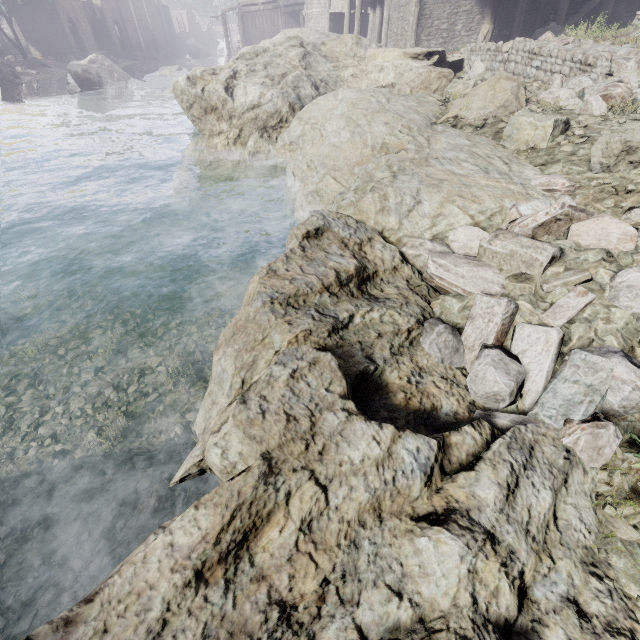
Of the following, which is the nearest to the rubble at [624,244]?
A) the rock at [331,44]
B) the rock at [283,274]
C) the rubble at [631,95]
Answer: the rock at [283,274]

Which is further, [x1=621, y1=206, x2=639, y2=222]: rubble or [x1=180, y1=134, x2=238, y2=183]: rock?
[x1=180, y1=134, x2=238, y2=183]: rock

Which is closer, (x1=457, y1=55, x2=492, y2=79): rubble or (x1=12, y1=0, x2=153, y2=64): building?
(x1=457, y1=55, x2=492, y2=79): rubble

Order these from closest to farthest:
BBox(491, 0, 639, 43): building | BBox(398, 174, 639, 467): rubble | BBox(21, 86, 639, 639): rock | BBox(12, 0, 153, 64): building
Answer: BBox(21, 86, 639, 639): rock, BBox(398, 174, 639, 467): rubble, BBox(491, 0, 639, 43): building, BBox(12, 0, 153, 64): building

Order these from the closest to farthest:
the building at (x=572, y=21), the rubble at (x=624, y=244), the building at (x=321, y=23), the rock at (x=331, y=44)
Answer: the rubble at (x=624, y=244) < the rock at (x=331, y=44) < the building at (x=572, y=21) < the building at (x=321, y=23)

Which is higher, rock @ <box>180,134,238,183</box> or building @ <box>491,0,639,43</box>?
building @ <box>491,0,639,43</box>

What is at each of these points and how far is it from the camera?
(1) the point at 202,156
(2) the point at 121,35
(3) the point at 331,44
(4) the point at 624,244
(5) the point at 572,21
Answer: (1) rock, 10.1m
(2) building, 53.3m
(3) rock, 12.4m
(4) rubble, 3.1m
(5) building, 17.5m
